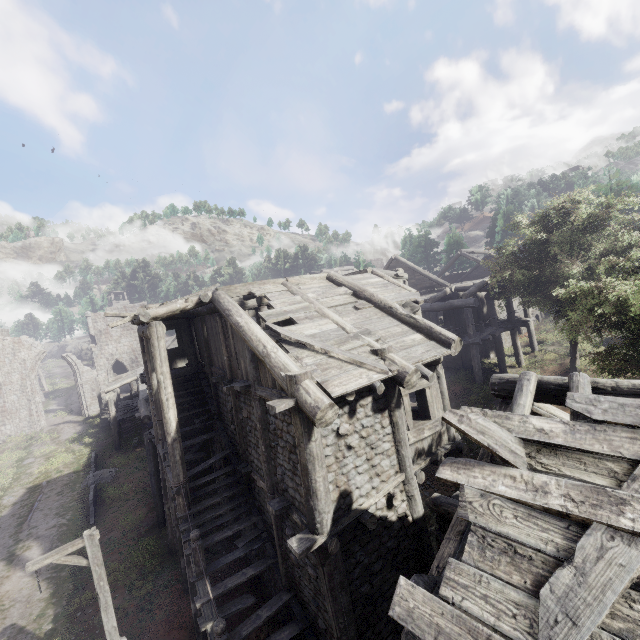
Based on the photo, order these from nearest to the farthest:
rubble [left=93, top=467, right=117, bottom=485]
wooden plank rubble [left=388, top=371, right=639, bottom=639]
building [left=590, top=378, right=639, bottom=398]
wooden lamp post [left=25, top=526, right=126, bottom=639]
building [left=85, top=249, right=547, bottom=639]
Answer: wooden plank rubble [left=388, top=371, right=639, bottom=639]
building [left=590, top=378, right=639, bottom=398]
building [left=85, top=249, right=547, bottom=639]
wooden lamp post [left=25, top=526, right=126, bottom=639]
rubble [left=93, top=467, right=117, bottom=485]

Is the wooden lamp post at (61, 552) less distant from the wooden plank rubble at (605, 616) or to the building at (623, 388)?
the building at (623, 388)

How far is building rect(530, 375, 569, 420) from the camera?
4.7 meters

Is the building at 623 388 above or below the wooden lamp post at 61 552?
above

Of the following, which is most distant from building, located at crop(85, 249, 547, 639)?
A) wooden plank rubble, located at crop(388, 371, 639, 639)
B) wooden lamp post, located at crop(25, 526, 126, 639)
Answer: wooden lamp post, located at crop(25, 526, 126, 639)

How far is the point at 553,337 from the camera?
22.84m

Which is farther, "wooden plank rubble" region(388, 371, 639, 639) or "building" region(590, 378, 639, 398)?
"building" region(590, 378, 639, 398)

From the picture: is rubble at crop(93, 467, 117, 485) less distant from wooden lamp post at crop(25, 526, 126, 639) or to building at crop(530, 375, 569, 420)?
building at crop(530, 375, 569, 420)
